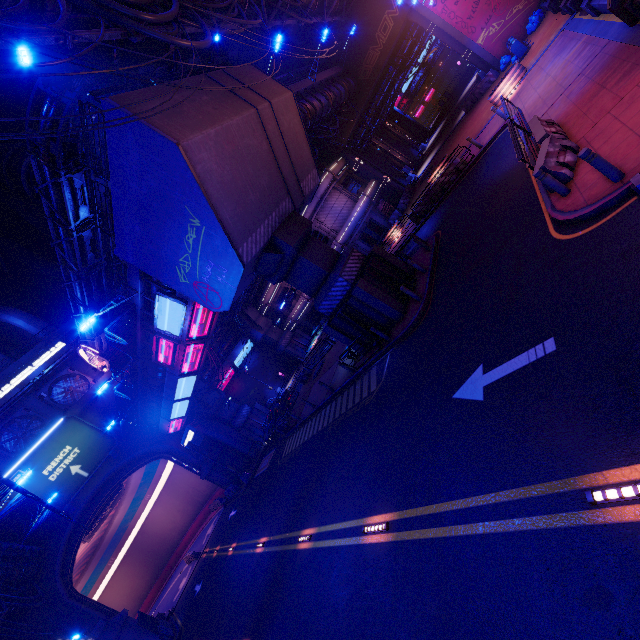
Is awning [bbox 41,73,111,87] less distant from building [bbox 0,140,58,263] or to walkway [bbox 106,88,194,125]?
walkway [bbox 106,88,194,125]

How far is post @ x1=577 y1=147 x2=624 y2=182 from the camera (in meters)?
6.95

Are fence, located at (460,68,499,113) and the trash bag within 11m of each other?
yes

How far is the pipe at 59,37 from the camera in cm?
822

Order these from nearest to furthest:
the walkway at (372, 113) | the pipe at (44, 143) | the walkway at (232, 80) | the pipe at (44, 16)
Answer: the pipe at (44, 16) < the walkway at (232, 80) < the pipe at (44, 143) < the walkway at (372, 113)

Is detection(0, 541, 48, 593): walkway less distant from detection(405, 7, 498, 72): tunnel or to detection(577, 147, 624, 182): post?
detection(577, 147, 624, 182): post

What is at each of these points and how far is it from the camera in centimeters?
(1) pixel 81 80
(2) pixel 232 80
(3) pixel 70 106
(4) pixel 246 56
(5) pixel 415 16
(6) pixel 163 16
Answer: (1) awning, 1536cm
(2) walkway, 1523cm
(3) pipe, 1809cm
(4) pipe, 3155cm
(5) tunnel, 2755cm
(6) cable, 927cm

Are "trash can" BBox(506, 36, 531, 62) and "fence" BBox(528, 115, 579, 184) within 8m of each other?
no
